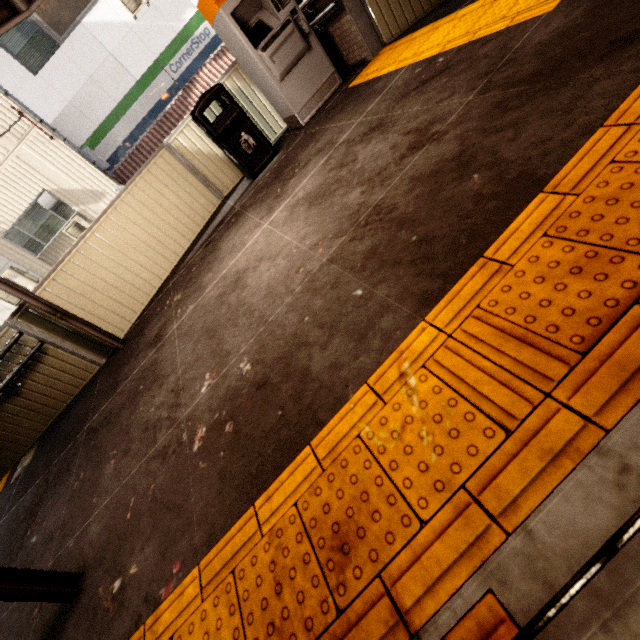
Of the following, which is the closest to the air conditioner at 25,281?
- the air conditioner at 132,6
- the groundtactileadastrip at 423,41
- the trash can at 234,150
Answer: the air conditioner at 132,6

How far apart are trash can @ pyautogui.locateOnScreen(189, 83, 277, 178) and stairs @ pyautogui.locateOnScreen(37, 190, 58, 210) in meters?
8.1

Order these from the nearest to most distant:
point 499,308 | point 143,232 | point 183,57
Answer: point 499,308 < point 143,232 < point 183,57

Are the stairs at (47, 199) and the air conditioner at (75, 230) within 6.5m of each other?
yes

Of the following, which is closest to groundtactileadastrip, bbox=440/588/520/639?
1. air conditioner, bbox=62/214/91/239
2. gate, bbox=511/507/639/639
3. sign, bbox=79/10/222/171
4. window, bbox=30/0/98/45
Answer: gate, bbox=511/507/639/639

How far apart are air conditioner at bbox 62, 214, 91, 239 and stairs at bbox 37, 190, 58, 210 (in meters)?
0.56

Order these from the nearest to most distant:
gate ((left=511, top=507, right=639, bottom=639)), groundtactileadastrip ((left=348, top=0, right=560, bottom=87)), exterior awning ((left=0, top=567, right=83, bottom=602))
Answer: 1. gate ((left=511, top=507, right=639, bottom=639))
2. exterior awning ((left=0, top=567, right=83, bottom=602))
3. groundtactileadastrip ((left=348, top=0, right=560, bottom=87))

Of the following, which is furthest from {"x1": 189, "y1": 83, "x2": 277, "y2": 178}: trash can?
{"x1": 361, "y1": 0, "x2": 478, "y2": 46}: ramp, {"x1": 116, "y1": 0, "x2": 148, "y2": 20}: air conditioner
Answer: {"x1": 116, "y1": 0, "x2": 148, "y2": 20}: air conditioner
